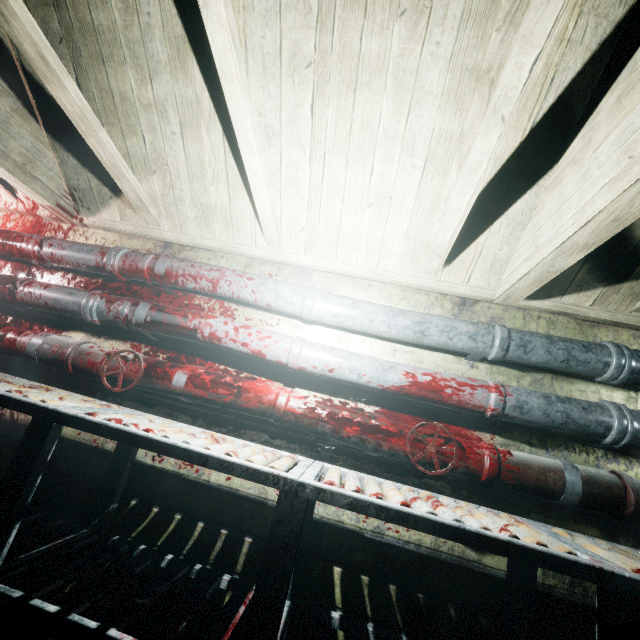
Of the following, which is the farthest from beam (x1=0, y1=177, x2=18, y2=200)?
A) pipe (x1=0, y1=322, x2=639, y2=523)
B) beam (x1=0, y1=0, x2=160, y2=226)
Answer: pipe (x1=0, y1=322, x2=639, y2=523)

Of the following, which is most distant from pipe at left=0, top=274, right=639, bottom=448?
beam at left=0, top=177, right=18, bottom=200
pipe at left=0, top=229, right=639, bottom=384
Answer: beam at left=0, top=177, right=18, bottom=200

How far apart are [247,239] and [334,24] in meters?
1.2 m

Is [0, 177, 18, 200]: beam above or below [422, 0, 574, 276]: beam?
below

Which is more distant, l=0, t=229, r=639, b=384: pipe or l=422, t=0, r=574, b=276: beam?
l=0, t=229, r=639, b=384: pipe

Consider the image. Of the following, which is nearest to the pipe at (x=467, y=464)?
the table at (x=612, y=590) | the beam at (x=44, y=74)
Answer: the table at (x=612, y=590)

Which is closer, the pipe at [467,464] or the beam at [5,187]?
the pipe at [467,464]

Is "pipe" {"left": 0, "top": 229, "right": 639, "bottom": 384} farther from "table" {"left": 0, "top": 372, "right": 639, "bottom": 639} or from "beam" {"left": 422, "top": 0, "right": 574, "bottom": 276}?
"table" {"left": 0, "top": 372, "right": 639, "bottom": 639}
